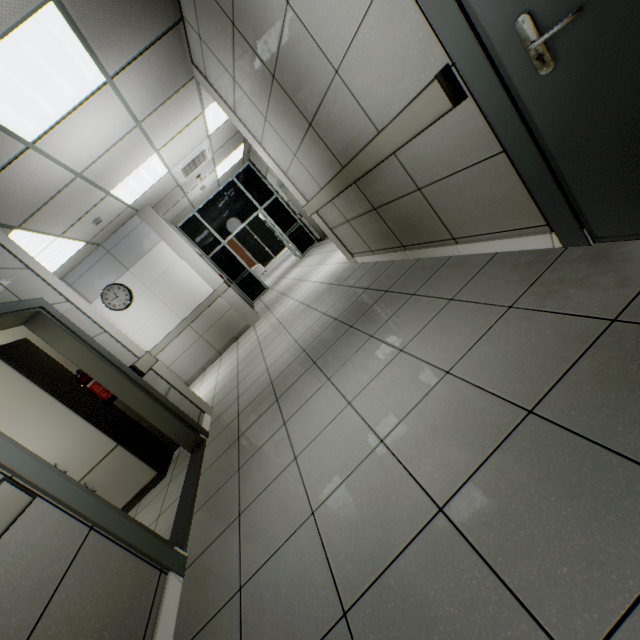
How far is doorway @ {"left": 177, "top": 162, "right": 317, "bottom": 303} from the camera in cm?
991

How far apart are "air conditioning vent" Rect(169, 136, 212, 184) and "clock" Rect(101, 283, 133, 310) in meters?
2.4

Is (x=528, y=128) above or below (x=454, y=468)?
above

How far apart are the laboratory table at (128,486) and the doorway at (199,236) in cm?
741

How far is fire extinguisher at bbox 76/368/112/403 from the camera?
3.3m

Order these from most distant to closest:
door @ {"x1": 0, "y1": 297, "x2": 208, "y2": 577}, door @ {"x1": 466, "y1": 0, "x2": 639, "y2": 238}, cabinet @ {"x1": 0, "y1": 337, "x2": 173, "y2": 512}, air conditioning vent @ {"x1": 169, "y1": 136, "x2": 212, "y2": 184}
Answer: air conditioning vent @ {"x1": 169, "y1": 136, "x2": 212, "y2": 184}, cabinet @ {"x1": 0, "y1": 337, "x2": 173, "y2": 512}, door @ {"x1": 0, "y1": 297, "x2": 208, "y2": 577}, door @ {"x1": 466, "y1": 0, "x2": 639, "y2": 238}

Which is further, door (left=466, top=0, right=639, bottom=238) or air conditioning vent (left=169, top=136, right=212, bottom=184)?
air conditioning vent (left=169, top=136, right=212, bottom=184)

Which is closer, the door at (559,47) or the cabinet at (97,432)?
the door at (559,47)
